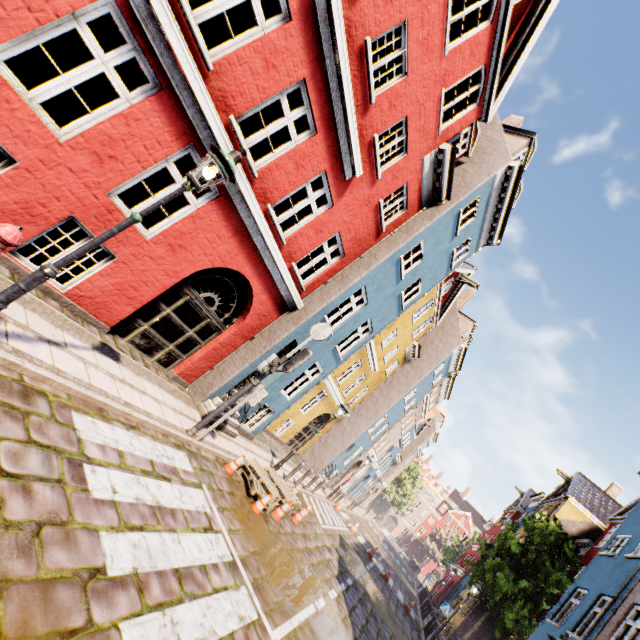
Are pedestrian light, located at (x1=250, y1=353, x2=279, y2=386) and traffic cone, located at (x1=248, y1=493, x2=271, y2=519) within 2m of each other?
no

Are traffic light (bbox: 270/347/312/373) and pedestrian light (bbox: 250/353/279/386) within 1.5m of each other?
yes

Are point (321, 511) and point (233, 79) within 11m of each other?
no

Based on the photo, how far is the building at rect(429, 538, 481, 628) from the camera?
25.0 meters

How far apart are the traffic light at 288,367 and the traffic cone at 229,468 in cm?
241

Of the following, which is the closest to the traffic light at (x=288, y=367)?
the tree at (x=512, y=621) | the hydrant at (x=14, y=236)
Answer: the hydrant at (x=14, y=236)

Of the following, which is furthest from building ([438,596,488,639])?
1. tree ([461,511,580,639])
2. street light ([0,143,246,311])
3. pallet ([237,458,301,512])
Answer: tree ([461,511,580,639])
